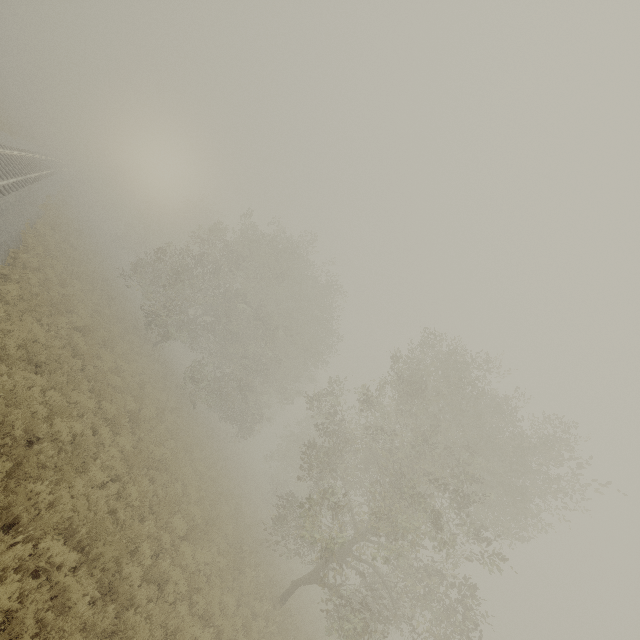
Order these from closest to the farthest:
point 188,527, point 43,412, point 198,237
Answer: point 43,412
point 188,527
point 198,237
